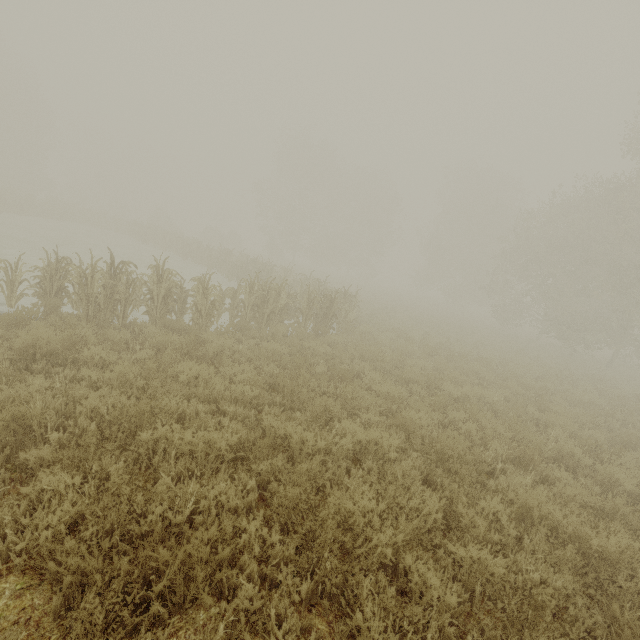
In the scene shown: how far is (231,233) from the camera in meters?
46.0

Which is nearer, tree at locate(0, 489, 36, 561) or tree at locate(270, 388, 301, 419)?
tree at locate(0, 489, 36, 561)

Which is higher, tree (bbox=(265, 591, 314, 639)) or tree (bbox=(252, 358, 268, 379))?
tree (bbox=(252, 358, 268, 379))

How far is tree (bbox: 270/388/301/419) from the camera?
5.93m

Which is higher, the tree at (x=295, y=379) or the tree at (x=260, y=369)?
the tree at (x=295, y=379)

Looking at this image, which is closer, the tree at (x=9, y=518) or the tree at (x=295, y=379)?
the tree at (x=9, y=518)
